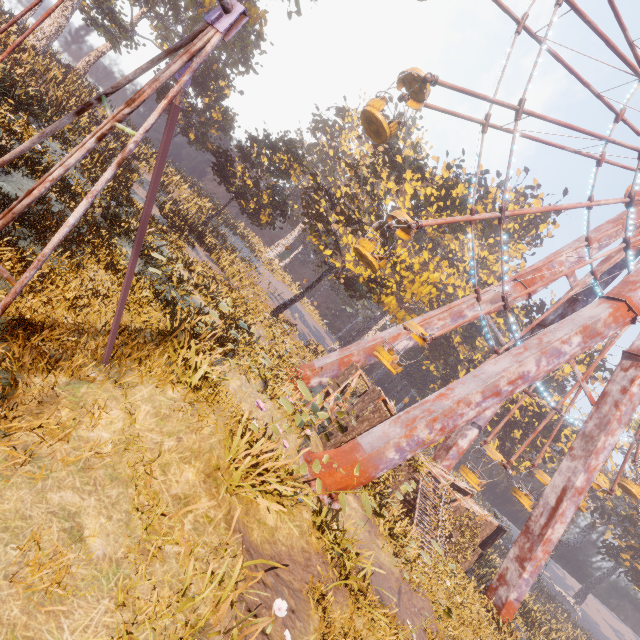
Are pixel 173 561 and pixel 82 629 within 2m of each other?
yes

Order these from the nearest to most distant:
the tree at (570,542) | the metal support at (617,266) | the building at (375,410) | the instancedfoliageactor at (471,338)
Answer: the building at (375,410) → the metal support at (617,266) → the tree at (570,542) → the instancedfoliageactor at (471,338)

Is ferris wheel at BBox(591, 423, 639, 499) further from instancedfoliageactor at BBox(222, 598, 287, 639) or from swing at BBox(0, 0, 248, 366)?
swing at BBox(0, 0, 248, 366)

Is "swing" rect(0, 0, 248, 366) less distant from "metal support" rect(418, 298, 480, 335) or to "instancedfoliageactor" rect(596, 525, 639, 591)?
"metal support" rect(418, 298, 480, 335)

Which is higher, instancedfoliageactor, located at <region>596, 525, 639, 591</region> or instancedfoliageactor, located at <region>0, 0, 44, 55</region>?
instancedfoliageactor, located at <region>596, 525, 639, 591</region>

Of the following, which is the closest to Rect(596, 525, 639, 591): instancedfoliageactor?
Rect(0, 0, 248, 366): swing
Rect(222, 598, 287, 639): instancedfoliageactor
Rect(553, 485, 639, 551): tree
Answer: Rect(553, 485, 639, 551): tree

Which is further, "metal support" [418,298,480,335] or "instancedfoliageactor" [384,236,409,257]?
"instancedfoliageactor" [384,236,409,257]

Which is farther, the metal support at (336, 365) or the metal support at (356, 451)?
the metal support at (336, 365)
